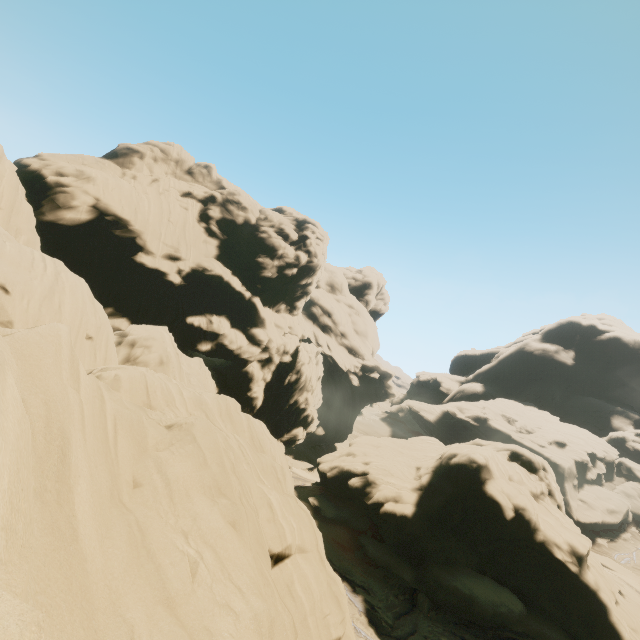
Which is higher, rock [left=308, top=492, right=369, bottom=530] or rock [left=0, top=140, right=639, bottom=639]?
rock [left=0, top=140, right=639, bottom=639]

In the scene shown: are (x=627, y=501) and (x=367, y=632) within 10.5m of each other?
no

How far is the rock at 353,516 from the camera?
30.2 meters

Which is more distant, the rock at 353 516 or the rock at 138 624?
the rock at 353 516

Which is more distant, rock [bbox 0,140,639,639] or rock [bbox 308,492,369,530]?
rock [bbox 308,492,369,530]

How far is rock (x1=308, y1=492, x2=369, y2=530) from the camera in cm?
3025
